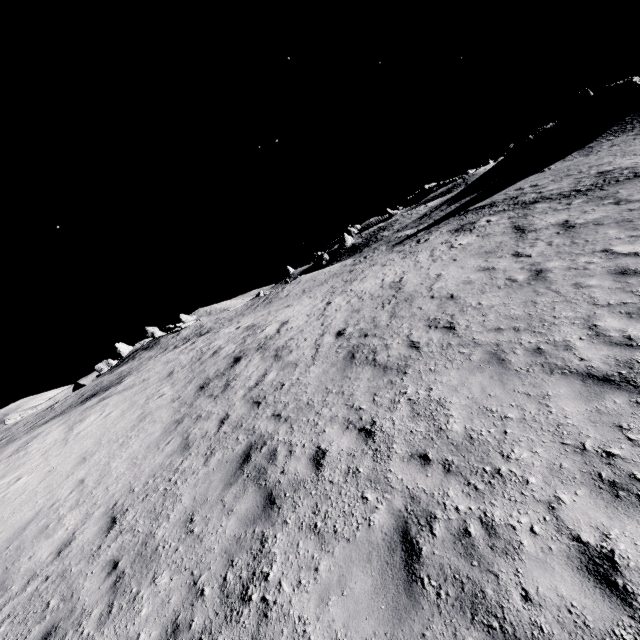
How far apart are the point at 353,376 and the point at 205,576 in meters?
5.1 m
